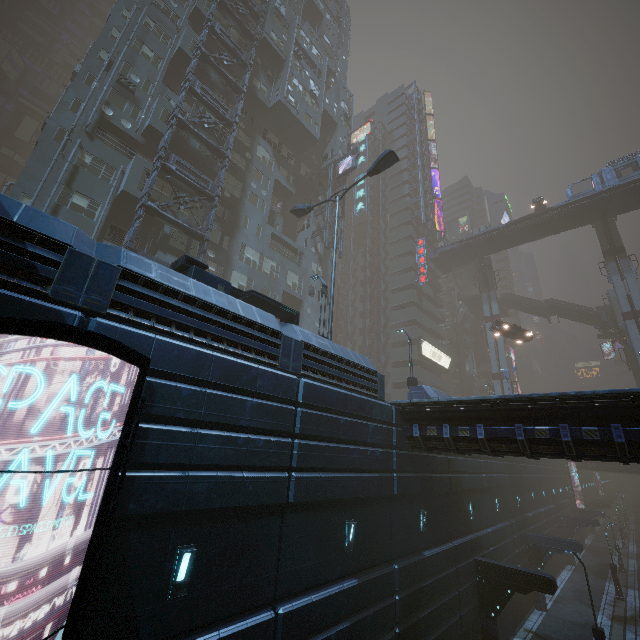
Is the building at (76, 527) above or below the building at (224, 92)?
below

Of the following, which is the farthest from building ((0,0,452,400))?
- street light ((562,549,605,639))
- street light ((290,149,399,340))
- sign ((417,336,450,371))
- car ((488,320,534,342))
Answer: car ((488,320,534,342))

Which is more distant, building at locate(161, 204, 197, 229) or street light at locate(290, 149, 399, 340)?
building at locate(161, 204, 197, 229)

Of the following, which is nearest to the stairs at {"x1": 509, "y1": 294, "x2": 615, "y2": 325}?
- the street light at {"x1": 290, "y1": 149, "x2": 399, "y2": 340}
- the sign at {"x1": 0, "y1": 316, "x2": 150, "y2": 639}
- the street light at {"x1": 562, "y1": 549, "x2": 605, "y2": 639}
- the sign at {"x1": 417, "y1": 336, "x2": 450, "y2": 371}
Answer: the sign at {"x1": 417, "y1": 336, "x2": 450, "y2": 371}

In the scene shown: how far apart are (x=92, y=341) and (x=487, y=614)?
22.49m

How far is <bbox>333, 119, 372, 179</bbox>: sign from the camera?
35.9m

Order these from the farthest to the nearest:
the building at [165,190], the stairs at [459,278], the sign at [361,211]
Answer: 1. the sign at [361,211]
2. the stairs at [459,278]
3. the building at [165,190]

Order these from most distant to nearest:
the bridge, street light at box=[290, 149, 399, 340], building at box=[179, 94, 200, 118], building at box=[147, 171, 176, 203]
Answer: the bridge, building at box=[179, 94, 200, 118], building at box=[147, 171, 176, 203], street light at box=[290, 149, 399, 340]
